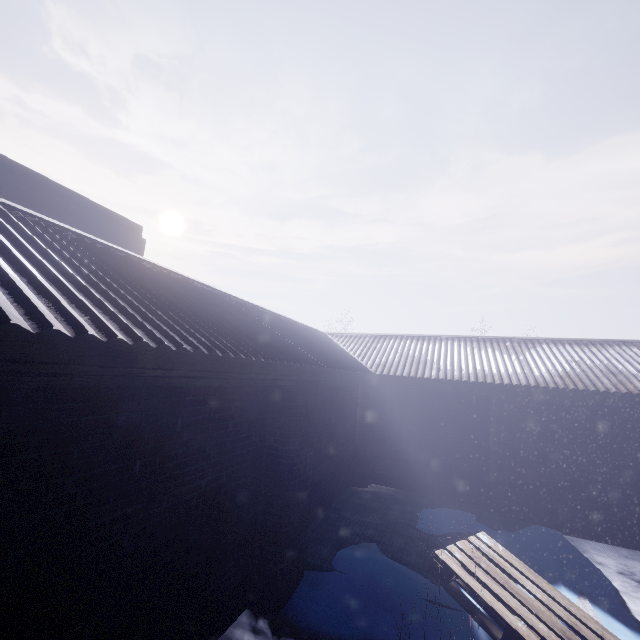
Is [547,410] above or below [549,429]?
above
